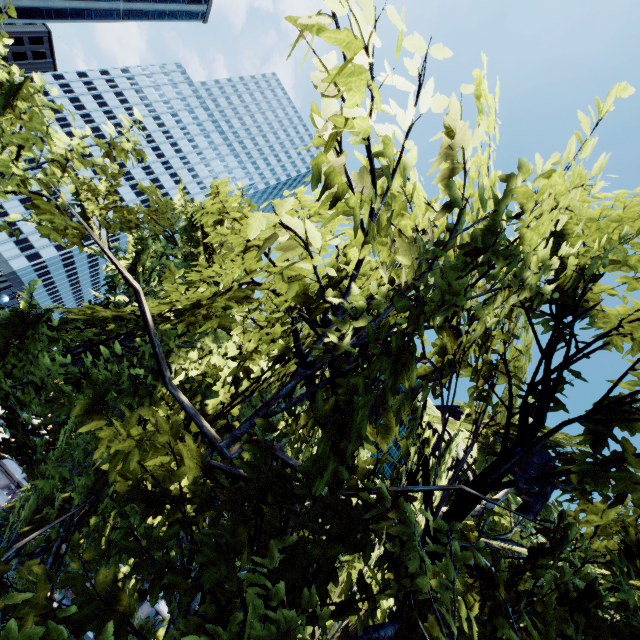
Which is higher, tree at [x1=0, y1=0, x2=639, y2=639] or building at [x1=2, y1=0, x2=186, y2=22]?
building at [x1=2, y1=0, x2=186, y2=22]

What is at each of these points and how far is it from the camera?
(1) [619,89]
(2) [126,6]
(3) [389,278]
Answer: (1) tree, 2.6 meters
(2) building, 54.9 meters
(3) tree, 2.7 meters

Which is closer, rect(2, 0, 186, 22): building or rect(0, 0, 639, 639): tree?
rect(0, 0, 639, 639): tree

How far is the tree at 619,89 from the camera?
2.5m

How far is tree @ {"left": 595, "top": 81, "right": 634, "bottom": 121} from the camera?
2.5m

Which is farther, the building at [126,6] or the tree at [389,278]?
the building at [126,6]
